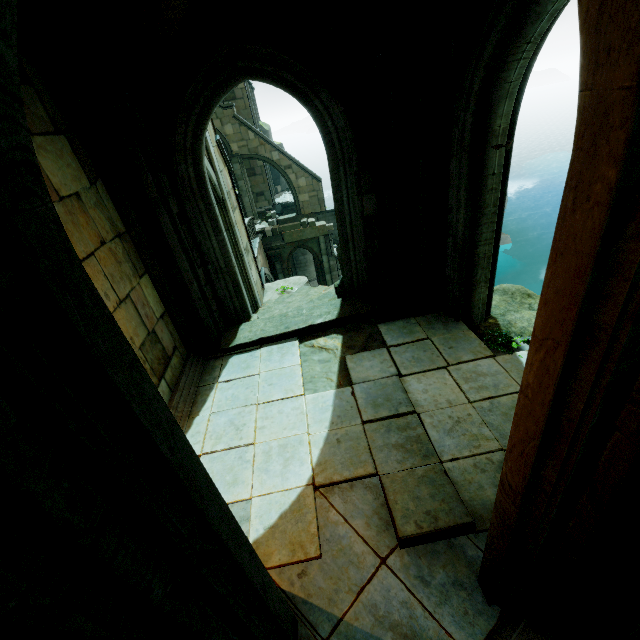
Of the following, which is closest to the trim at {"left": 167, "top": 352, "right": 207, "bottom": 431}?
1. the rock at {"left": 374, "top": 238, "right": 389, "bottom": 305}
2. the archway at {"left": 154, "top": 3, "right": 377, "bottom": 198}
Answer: the rock at {"left": 374, "top": 238, "right": 389, "bottom": 305}

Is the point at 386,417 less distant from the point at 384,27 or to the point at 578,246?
the point at 578,246

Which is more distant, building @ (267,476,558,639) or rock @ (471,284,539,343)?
rock @ (471,284,539,343)

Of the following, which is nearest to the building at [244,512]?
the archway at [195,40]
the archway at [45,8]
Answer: the archway at [45,8]

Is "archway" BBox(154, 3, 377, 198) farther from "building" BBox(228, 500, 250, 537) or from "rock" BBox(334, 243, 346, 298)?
"rock" BBox(334, 243, 346, 298)

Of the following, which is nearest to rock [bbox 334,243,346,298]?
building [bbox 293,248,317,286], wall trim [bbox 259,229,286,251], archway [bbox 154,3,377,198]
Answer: archway [bbox 154,3,377,198]

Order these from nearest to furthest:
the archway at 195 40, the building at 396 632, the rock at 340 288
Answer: the building at 396 632, the archway at 195 40, the rock at 340 288

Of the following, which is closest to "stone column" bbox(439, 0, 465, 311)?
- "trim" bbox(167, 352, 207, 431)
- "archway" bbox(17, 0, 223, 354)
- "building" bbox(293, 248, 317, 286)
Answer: "archway" bbox(17, 0, 223, 354)
